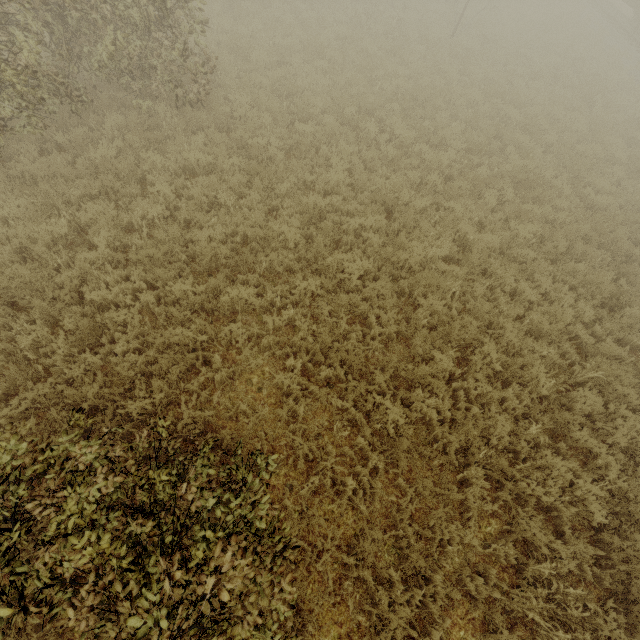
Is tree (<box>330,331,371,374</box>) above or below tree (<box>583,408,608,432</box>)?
below

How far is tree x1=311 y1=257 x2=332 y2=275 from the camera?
6.57m

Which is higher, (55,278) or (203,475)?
(203,475)

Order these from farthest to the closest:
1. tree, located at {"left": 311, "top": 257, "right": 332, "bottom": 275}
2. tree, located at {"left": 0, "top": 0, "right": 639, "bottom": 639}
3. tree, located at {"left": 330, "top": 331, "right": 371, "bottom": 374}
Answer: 1. tree, located at {"left": 311, "top": 257, "right": 332, "bottom": 275}
2. tree, located at {"left": 330, "top": 331, "right": 371, "bottom": 374}
3. tree, located at {"left": 0, "top": 0, "right": 639, "bottom": 639}

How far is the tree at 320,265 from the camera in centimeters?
657cm

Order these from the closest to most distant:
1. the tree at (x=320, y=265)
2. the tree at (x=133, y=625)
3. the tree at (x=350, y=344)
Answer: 1. the tree at (x=133, y=625)
2. the tree at (x=350, y=344)
3. the tree at (x=320, y=265)
